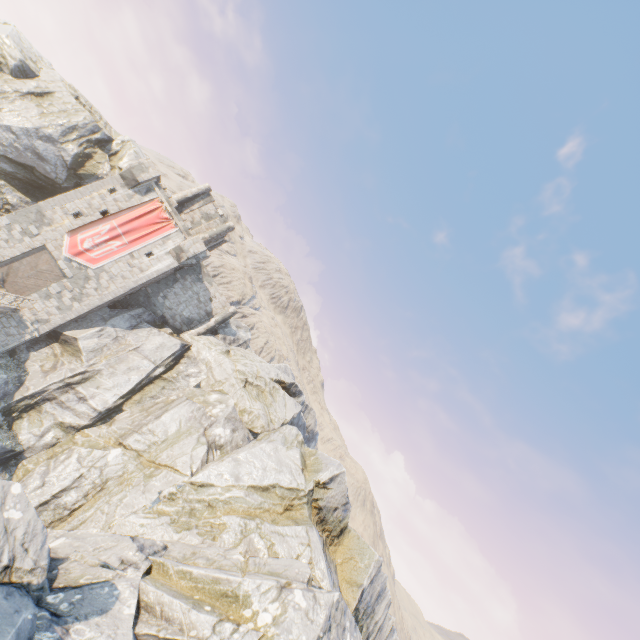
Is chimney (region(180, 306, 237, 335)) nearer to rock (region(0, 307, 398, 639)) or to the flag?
rock (region(0, 307, 398, 639))

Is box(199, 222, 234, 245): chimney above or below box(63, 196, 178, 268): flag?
above

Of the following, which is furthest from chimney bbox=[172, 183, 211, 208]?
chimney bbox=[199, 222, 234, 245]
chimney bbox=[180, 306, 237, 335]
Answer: chimney bbox=[180, 306, 237, 335]

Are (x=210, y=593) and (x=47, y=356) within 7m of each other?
no

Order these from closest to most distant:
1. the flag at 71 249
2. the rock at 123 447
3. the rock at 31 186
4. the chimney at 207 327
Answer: the rock at 123 447
the rock at 31 186
the flag at 71 249
the chimney at 207 327

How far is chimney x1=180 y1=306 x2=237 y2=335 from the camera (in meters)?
32.22

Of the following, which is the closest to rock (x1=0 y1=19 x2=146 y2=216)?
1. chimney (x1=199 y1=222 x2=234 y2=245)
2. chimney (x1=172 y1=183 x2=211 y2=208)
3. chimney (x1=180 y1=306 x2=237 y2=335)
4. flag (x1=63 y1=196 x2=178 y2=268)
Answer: chimney (x1=180 y1=306 x2=237 y2=335)

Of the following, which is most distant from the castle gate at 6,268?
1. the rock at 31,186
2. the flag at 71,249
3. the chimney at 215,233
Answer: the chimney at 215,233
